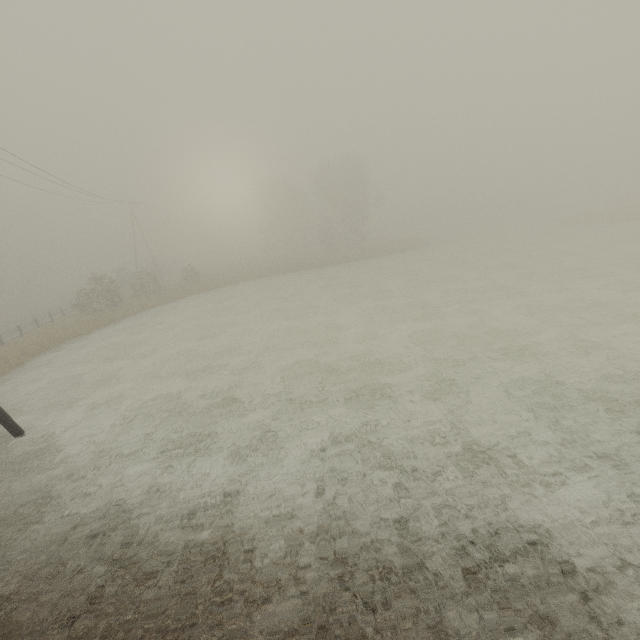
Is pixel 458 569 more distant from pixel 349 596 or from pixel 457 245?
pixel 457 245
